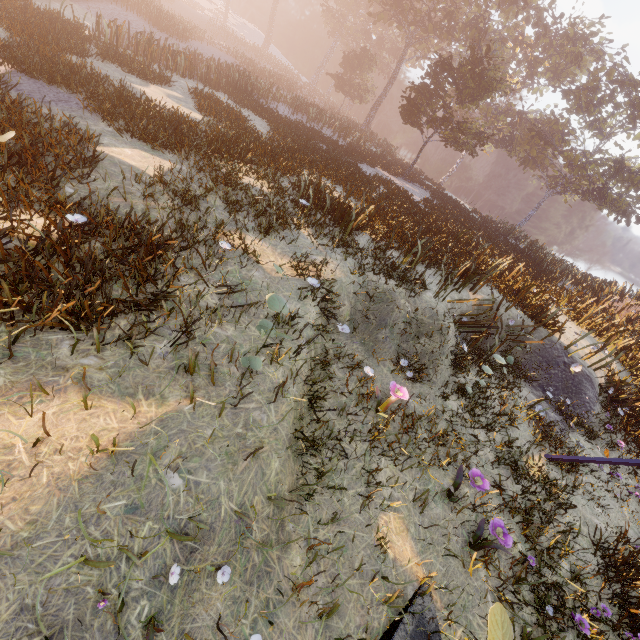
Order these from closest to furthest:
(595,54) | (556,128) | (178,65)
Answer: (178,65) < (556,128) < (595,54)
